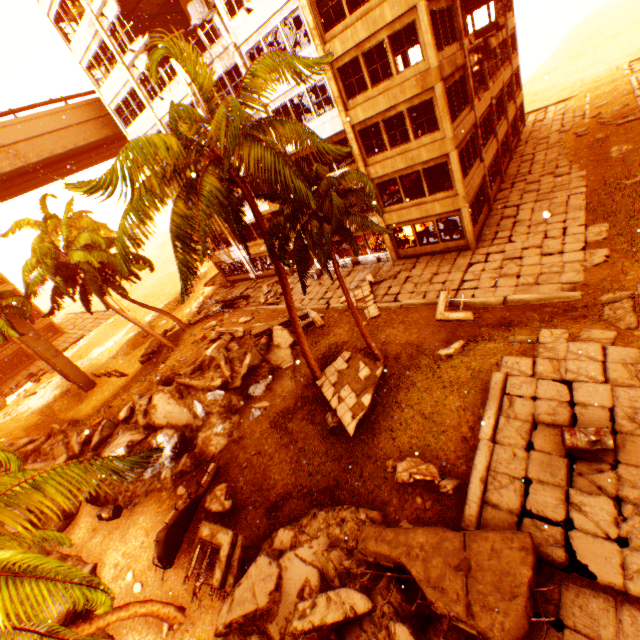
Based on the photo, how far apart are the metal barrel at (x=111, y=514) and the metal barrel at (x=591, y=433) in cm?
1599

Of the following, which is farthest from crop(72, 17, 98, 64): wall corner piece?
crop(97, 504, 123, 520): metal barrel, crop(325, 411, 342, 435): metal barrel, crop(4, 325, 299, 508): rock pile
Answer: crop(97, 504, 123, 520): metal barrel

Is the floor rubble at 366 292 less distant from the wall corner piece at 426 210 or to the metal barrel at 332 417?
the wall corner piece at 426 210

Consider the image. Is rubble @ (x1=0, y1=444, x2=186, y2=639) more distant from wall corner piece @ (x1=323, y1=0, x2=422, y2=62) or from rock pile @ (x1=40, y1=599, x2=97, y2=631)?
wall corner piece @ (x1=323, y1=0, x2=422, y2=62)

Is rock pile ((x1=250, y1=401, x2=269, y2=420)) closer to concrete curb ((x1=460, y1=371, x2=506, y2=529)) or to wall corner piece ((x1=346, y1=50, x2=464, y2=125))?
concrete curb ((x1=460, y1=371, x2=506, y2=529))

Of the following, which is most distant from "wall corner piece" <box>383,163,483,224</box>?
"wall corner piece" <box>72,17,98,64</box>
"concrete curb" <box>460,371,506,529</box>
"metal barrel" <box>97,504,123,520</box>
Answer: "metal barrel" <box>97,504,123,520</box>

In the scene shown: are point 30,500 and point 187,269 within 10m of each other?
yes

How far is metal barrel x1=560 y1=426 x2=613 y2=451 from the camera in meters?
7.3
